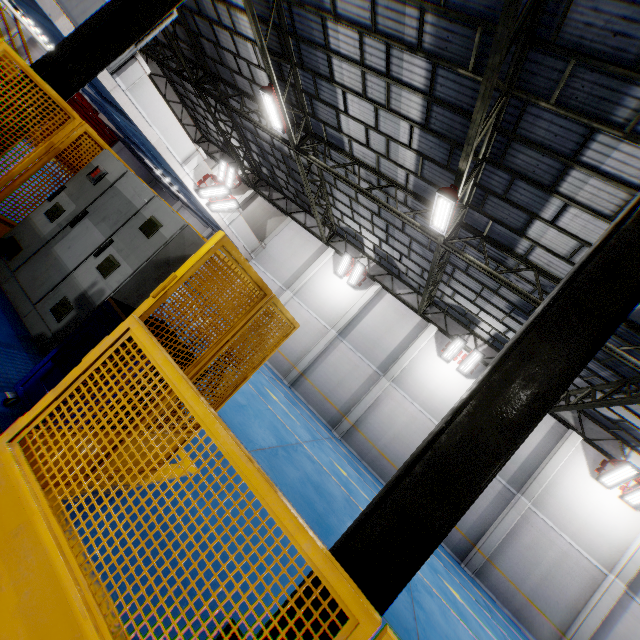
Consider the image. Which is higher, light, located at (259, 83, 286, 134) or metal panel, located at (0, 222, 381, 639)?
light, located at (259, 83, 286, 134)

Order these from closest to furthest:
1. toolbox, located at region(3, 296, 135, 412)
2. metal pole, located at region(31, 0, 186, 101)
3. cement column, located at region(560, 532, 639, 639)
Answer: toolbox, located at region(3, 296, 135, 412) < metal pole, located at region(31, 0, 186, 101) < cement column, located at region(560, 532, 639, 639)

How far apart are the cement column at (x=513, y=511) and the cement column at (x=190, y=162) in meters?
20.7 m

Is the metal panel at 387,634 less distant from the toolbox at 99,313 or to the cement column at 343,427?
the toolbox at 99,313

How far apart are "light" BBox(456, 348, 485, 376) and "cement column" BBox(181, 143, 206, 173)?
15.6 meters

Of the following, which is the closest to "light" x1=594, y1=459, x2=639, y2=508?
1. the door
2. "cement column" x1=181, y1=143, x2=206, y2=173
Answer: "cement column" x1=181, y1=143, x2=206, y2=173

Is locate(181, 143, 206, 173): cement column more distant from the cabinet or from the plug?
the plug

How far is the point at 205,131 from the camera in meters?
25.1
